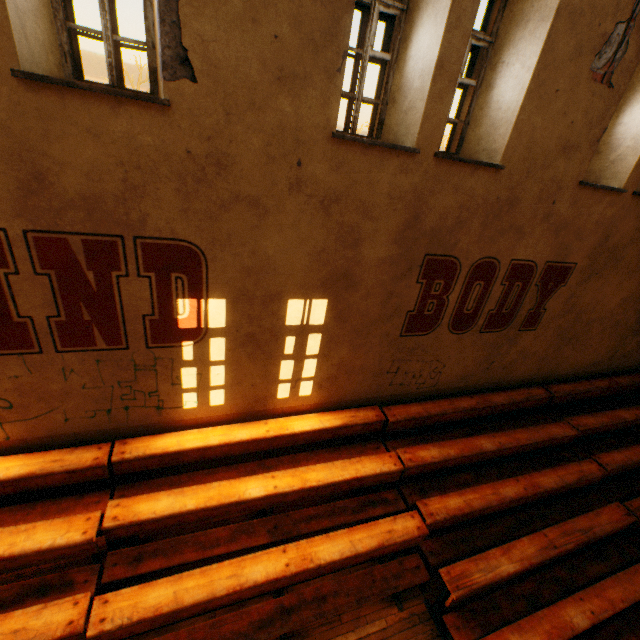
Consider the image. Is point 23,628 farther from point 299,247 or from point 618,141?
point 618,141
